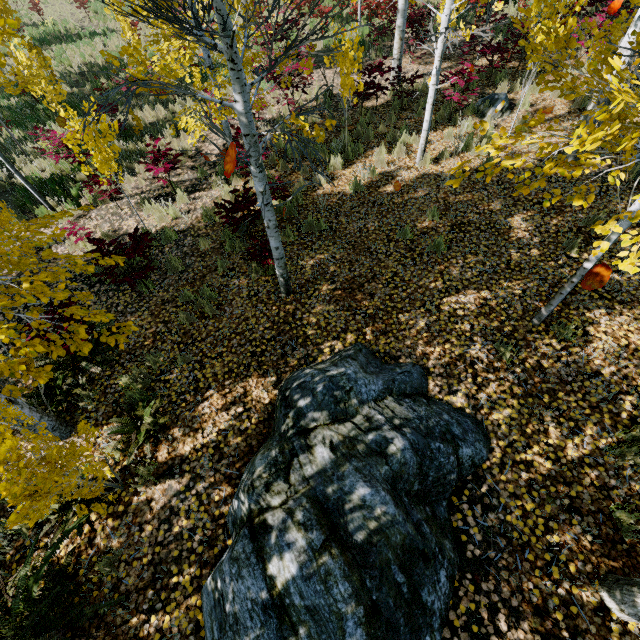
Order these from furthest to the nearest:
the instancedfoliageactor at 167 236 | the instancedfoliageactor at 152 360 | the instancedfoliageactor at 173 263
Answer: the instancedfoliageactor at 167 236
the instancedfoliageactor at 173 263
the instancedfoliageactor at 152 360

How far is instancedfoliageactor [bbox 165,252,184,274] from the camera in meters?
6.1 m

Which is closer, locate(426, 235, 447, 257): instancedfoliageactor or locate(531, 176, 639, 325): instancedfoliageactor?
locate(531, 176, 639, 325): instancedfoliageactor

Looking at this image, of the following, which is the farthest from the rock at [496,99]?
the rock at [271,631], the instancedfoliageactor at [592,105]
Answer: the rock at [271,631]

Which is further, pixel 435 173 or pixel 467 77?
pixel 467 77
